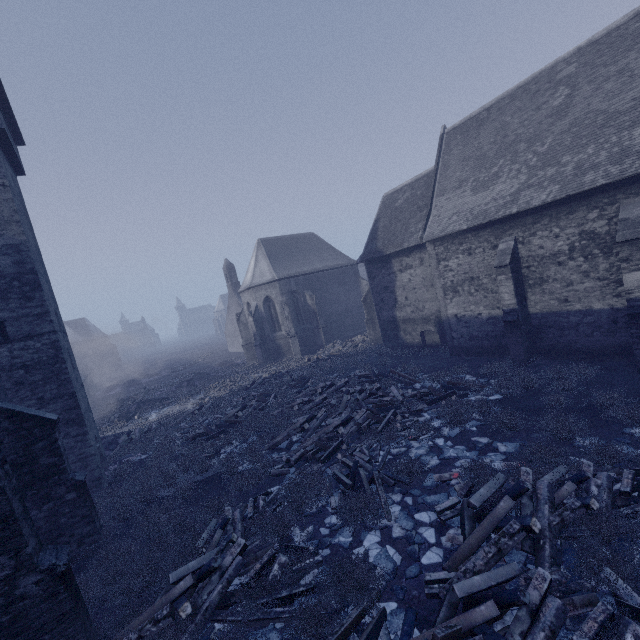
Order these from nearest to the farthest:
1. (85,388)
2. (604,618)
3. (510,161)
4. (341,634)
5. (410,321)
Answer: (604,618) → (341,634) → (510,161) → (410,321) → (85,388)

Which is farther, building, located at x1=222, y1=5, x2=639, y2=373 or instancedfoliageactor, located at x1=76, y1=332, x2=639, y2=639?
building, located at x1=222, y1=5, x2=639, y2=373

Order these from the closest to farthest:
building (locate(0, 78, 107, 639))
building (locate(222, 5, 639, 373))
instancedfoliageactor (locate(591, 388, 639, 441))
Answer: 1. building (locate(0, 78, 107, 639))
2. instancedfoliageactor (locate(591, 388, 639, 441))
3. building (locate(222, 5, 639, 373))

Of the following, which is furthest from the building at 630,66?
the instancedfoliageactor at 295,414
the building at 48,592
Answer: the building at 48,592

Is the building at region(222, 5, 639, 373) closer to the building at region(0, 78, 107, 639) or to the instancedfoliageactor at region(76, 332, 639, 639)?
the instancedfoliageactor at region(76, 332, 639, 639)

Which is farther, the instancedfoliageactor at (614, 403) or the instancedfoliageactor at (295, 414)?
the instancedfoliageactor at (614, 403)

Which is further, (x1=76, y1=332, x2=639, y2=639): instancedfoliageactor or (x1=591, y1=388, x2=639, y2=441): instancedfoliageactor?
(x1=591, y1=388, x2=639, y2=441): instancedfoliageactor
